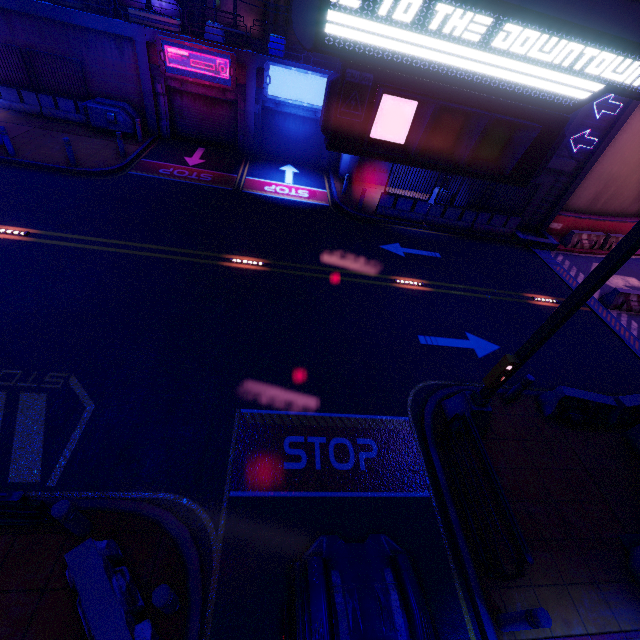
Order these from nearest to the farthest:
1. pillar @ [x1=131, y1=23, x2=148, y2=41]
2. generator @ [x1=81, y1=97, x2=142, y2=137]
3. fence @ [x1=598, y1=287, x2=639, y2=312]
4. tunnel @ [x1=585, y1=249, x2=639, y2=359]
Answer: tunnel @ [x1=585, y1=249, x2=639, y2=359] → fence @ [x1=598, y1=287, x2=639, y2=312] → pillar @ [x1=131, y1=23, x2=148, y2=41] → generator @ [x1=81, y1=97, x2=142, y2=137]

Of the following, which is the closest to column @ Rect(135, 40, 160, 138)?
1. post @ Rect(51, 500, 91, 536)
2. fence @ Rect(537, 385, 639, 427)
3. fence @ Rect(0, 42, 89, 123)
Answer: fence @ Rect(0, 42, 89, 123)

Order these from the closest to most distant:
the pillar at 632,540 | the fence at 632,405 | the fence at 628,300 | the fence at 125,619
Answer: the fence at 125,619 → the pillar at 632,540 → the fence at 632,405 → the fence at 628,300

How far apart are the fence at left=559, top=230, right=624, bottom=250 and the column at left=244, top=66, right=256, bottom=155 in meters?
18.6

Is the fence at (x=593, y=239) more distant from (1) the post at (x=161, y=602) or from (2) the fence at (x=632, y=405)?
(1) the post at (x=161, y=602)

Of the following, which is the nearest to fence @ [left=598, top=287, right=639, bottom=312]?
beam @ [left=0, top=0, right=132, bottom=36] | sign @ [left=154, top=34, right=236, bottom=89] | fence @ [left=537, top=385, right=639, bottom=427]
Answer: fence @ [left=537, top=385, right=639, bottom=427]

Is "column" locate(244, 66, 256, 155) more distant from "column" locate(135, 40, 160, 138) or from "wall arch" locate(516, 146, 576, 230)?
"wall arch" locate(516, 146, 576, 230)

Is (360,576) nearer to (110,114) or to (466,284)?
(466,284)
